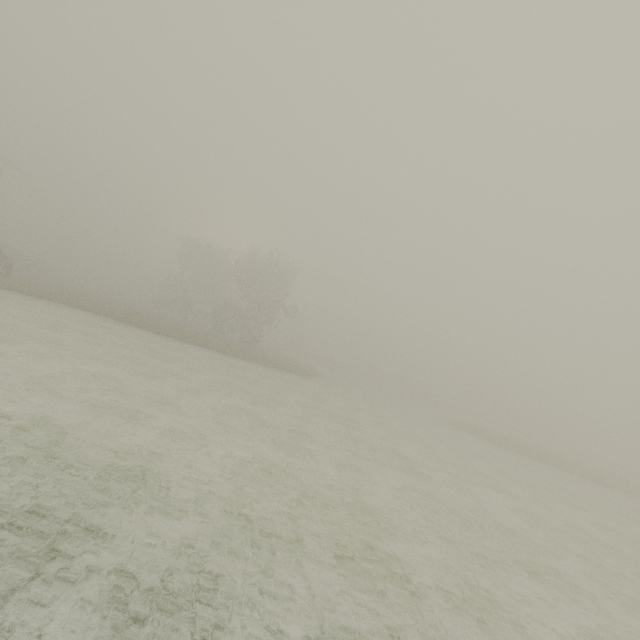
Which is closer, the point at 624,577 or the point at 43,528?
the point at 43,528
